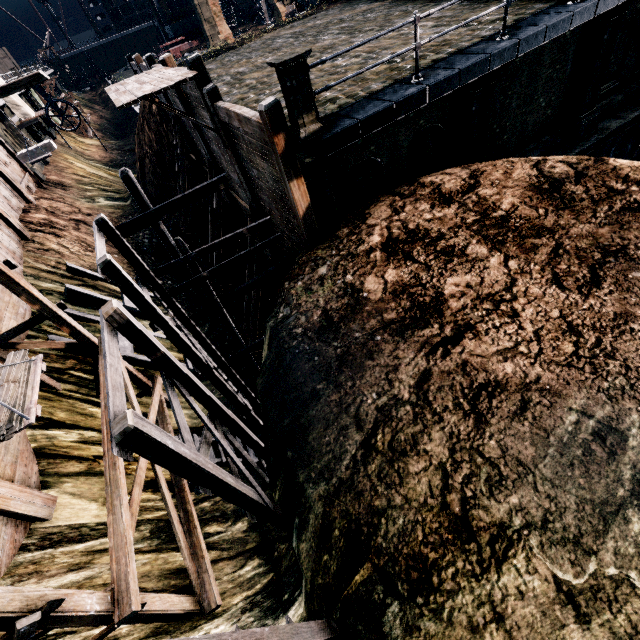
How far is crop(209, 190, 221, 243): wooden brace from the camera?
16.7m

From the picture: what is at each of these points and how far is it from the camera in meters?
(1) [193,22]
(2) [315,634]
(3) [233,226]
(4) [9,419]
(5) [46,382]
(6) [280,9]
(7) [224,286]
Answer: (1) rail car, 57.5 m
(2) wooden scaffolding, 4.5 m
(3) wooden brace, 18.4 m
(4) wood pile, 6.3 m
(5) wooden scaffolding, 11.4 m
(6) building, 45.8 m
(7) wooden brace, 19.7 m

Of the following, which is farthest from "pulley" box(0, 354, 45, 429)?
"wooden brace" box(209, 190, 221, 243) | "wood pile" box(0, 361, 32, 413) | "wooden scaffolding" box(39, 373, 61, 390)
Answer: "wooden brace" box(209, 190, 221, 243)

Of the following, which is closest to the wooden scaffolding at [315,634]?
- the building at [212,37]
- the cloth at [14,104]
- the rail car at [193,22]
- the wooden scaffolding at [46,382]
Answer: the wooden scaffolding at [46,382]

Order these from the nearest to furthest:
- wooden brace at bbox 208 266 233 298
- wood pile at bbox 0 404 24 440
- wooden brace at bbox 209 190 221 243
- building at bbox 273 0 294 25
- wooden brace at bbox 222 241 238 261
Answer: wood pile at bbox 0 404 24 440 < wooden brace at bbox 209 190 221 243 < wooden brace at bbox 222 241 238 261 < wooden brace at bbox 208 266 233 298 < building at bbox 273 0 294 25

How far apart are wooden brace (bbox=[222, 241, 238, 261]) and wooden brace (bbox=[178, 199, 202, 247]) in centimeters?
438cm

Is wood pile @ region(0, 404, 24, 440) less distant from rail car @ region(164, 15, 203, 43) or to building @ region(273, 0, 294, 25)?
building @ region(273, 0, 294, 25)

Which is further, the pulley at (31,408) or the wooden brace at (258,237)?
the wooden brace at (258,237)
